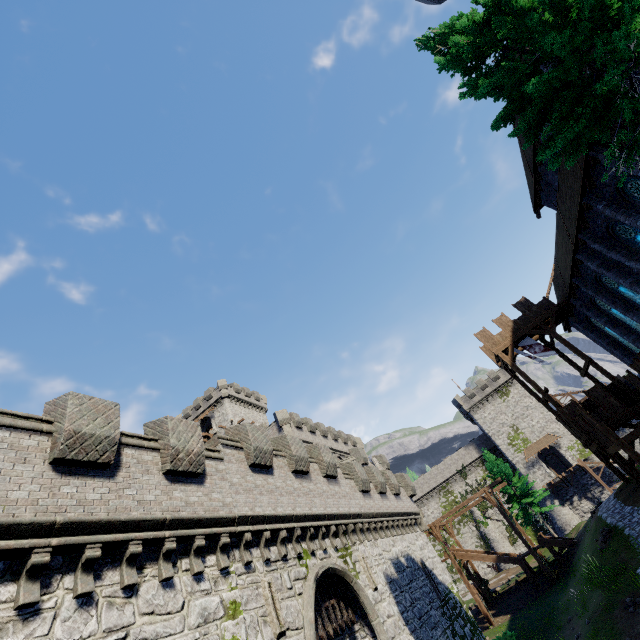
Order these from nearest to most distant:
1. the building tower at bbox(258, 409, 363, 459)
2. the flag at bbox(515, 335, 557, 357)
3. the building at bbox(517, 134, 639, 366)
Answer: the building at bbox(517, 134, 639, 366) → the flag at bbox(515, 335, 557, 357) → the building tower at bbox(258, 409, 363, 459)

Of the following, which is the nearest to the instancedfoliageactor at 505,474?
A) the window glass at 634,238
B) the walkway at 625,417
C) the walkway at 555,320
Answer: the walkway at 625,417

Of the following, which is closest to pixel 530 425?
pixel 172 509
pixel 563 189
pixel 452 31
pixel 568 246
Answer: pixel 568 246

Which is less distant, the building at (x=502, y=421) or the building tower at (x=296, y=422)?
the building tower at (x=296, y=422)

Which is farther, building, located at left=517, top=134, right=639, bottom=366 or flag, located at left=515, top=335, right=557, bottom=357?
flag, located at left=515, top=335, right=557, bottom=357

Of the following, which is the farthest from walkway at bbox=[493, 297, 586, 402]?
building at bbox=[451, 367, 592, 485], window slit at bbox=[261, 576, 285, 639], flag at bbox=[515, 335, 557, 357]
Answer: building at bbox=[451, 367, 592, 485]

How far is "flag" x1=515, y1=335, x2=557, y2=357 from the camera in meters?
24.5 m

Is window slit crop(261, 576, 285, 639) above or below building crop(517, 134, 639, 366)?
below
